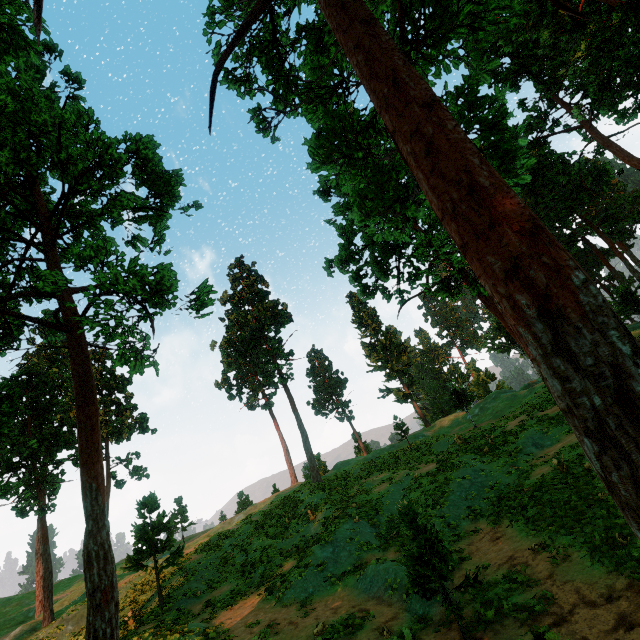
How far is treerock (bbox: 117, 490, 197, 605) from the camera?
19.3m

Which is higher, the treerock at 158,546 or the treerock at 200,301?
the treerock at 200,301

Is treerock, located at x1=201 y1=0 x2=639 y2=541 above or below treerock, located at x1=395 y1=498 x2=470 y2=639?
above

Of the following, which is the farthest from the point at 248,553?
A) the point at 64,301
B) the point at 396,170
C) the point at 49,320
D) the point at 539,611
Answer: the point at 396,170

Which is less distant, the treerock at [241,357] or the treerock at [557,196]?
the treerock at [557,196]
